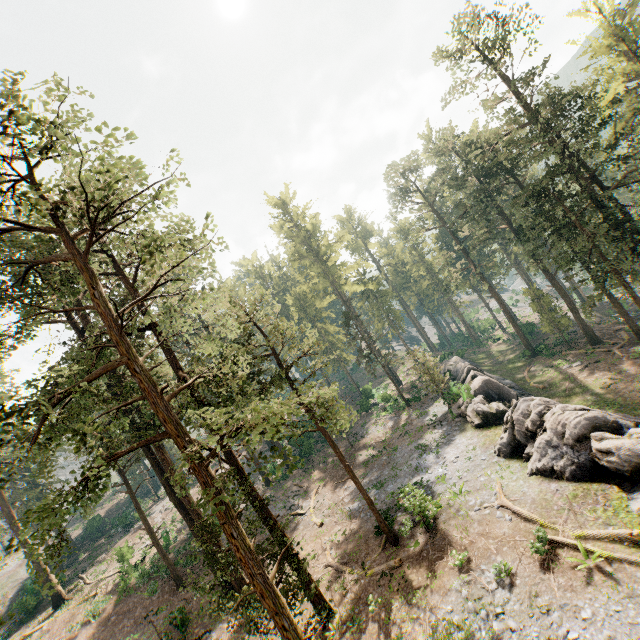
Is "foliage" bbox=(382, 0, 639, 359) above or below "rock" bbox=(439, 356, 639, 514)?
above

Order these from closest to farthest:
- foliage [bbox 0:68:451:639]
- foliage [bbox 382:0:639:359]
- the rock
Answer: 1. foliage [bbox 0:68:451:639]
2. the rock
3. foliage [bbox 382:0:639:359]

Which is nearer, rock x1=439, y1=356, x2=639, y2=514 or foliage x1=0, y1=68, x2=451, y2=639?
foliage x1=0, y1=68, x2=451, y2=639

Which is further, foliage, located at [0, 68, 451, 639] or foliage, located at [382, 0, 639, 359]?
foliage, located at [382, 0, 639, 359]

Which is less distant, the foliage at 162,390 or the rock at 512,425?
the foliage at 162,390

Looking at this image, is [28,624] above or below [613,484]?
above
